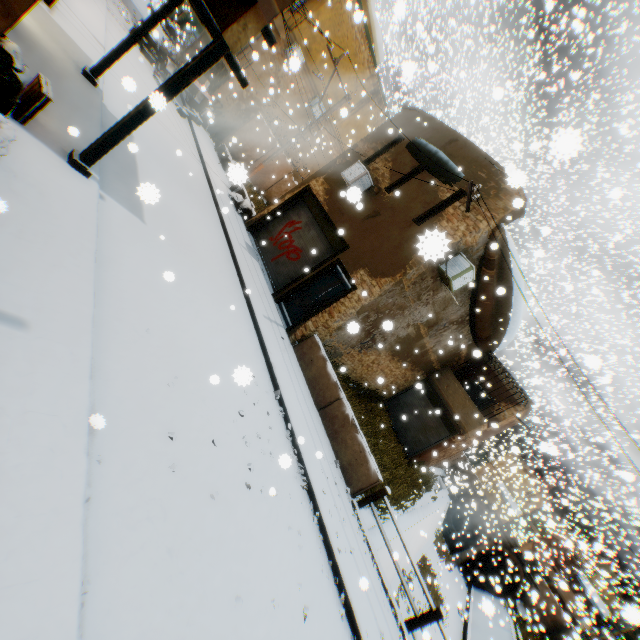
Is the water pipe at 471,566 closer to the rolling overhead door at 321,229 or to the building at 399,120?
the building at 399,120

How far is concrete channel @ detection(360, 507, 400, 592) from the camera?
9.58m

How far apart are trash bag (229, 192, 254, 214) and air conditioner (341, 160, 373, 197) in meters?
2.2

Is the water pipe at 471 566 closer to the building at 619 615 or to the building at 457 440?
the building at 619 615

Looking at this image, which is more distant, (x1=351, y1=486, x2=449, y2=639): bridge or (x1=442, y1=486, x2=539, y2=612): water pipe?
(x1=442, y1=486, x2=539, y2=612): water pipe

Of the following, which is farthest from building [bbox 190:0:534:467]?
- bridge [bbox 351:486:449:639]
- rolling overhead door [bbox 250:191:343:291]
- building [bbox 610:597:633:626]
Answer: bridge [bbox 351:486:449:639]

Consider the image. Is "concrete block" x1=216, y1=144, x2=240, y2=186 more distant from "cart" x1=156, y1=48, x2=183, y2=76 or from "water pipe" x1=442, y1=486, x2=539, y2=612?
"water pipe" x1=442, y1=486, x2=539, y2=612

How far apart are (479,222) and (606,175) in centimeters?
580cm
